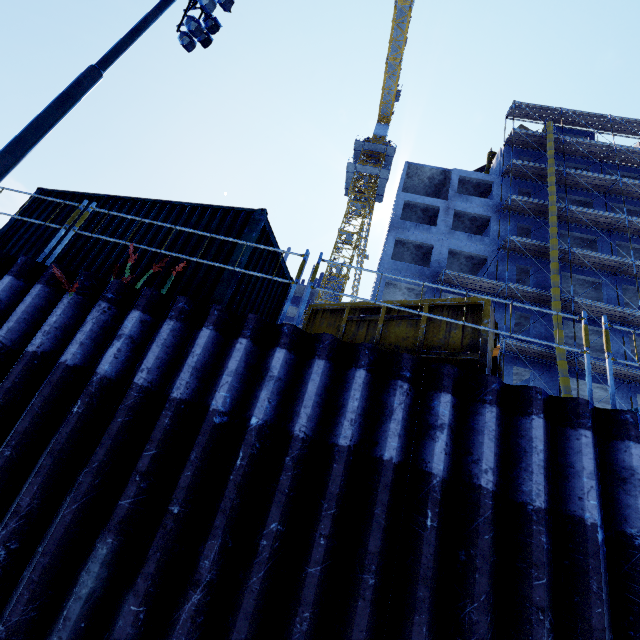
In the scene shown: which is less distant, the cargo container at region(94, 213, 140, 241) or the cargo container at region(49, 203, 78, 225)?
the cargo container at region(94, 213, 140, 241)

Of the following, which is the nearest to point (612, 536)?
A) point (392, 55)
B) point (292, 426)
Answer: point (292, 426)

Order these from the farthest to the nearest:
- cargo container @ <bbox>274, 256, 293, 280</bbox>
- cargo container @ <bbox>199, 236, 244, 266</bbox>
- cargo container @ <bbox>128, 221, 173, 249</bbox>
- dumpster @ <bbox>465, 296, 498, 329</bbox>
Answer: cargo container @ <bbox>274, 256, 293, 280</bbox> → cargo container @ <bbox>128, 221, 173, 249</bbox> → cargo container @ <bbox>199, 236, 244, 266</bbox> → dumpster @ <bbox>465, 296, 498, 329</bbox>

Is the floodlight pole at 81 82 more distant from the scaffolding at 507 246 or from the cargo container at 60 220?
the scaffolding at 507 246

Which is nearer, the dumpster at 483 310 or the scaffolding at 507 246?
the scaffolding at 507 246

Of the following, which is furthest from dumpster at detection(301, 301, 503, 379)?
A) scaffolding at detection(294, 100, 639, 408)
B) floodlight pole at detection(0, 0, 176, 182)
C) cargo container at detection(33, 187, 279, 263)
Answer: scaffolding at detection(294, 100, 639, 408)
